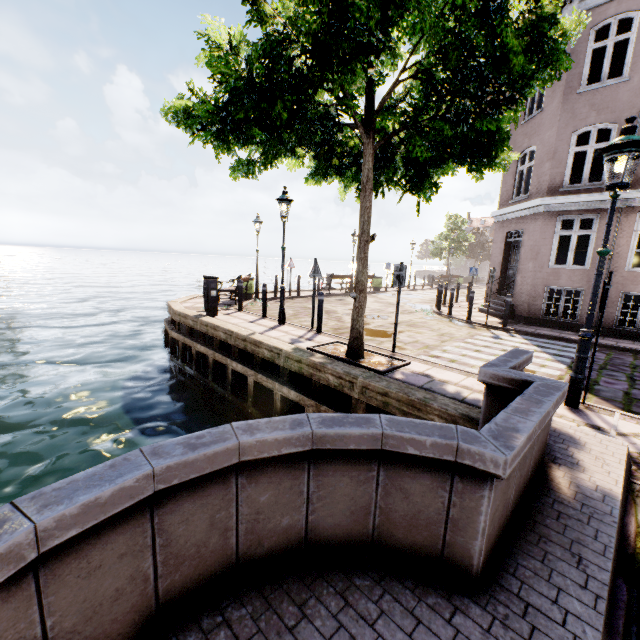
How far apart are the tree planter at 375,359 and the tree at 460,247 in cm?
3171

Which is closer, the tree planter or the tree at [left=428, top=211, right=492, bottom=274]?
the tree planter

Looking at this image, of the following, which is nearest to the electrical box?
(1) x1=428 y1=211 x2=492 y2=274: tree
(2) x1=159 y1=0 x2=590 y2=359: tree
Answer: (2) x1=159 y1=0 x2=590 y2=359: tree

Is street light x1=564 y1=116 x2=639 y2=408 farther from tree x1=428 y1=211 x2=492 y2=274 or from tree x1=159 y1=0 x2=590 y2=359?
tree x1=428 y1=211 x2=492 y2=274

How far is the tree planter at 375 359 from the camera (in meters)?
5.94

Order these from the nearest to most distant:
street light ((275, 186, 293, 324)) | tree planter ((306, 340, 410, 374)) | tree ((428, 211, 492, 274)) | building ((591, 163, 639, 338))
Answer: tree planter ((306, 340, 410, 374)) < street light ((275, 186, 293, 324)) < building ((591, 163, 639, 338)) < tree ((428, 211, 492, 274))

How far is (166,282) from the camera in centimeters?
4712cm

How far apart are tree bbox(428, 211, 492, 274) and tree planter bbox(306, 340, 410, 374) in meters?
31.7
